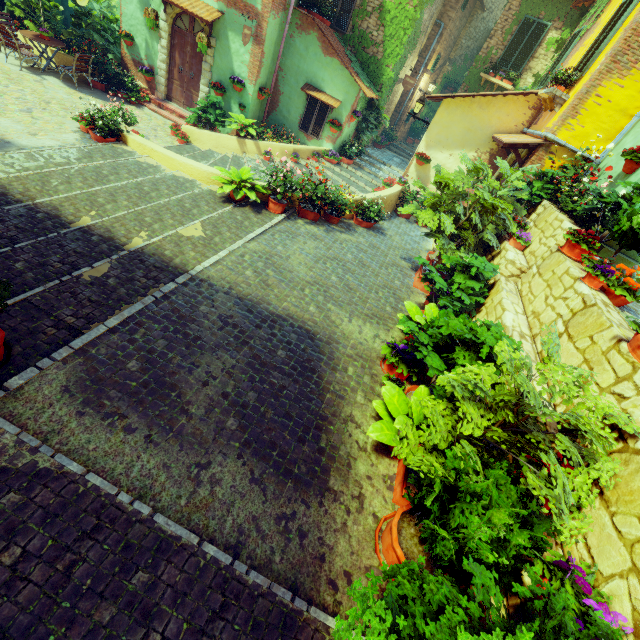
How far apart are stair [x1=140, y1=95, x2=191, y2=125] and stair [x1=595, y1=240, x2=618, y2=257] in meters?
12.7

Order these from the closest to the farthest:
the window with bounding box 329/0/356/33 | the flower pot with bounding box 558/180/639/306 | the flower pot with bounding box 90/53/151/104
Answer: the flower pot with bounding box 558/180/639/306 < the flower pot with bounding box 90/53/151/104 < the window with bounding box 329/0/356/33

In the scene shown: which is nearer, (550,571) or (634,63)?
(550,571)

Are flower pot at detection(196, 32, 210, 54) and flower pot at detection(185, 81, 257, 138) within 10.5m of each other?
yes

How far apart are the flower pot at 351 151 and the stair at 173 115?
5.81m

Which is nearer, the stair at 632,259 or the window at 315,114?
the stair at 632,259

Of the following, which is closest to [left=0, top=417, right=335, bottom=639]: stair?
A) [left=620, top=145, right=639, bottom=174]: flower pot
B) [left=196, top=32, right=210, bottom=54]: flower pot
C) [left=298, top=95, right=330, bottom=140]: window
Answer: [left=298, top=95, right=330, bottom=140]: window

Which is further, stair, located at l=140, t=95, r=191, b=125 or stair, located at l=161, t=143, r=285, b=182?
stair, located at l=140, t=95, r=191, b=125
